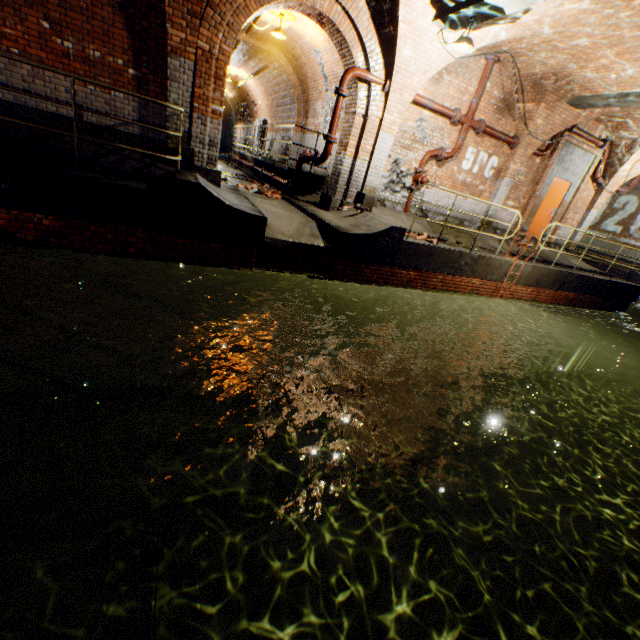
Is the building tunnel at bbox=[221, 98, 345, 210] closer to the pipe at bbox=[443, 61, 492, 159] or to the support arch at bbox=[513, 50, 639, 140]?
the pipe at bbox=[443, 61, 492, 159]

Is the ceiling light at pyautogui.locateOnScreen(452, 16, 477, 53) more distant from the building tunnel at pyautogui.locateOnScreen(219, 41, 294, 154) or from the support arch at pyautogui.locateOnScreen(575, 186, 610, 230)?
the support arch at pyautogui.locateOnScreen(575, 186, 610, 230)

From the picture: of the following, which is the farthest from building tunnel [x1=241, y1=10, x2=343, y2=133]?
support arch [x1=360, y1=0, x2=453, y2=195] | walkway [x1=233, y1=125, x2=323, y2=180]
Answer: support arch [x1=360, y1=0, x2=453, y2=195]

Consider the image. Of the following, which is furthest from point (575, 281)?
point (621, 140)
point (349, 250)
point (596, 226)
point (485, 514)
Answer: point (596, 226)

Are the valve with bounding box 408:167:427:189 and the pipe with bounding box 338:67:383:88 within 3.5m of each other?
yes

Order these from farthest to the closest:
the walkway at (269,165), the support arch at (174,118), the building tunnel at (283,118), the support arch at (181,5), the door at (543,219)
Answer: the building tunnel at (283,118)
the door at (543,219)
the walkway at (269,165)
the support arch at (174,118)
the support arch at (181,5)

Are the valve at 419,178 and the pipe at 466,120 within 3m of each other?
yes

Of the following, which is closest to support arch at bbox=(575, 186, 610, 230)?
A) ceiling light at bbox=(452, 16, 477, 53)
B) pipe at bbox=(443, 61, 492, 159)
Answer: pipe at bbox=(443, 61, 492, 159)
